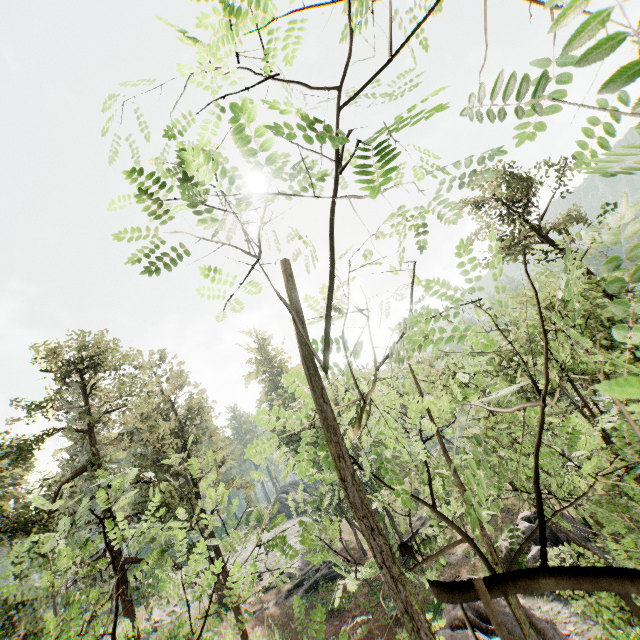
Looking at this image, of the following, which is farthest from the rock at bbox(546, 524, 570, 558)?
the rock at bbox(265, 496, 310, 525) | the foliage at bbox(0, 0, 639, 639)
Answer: the rock at bbox(265, 496, 310, 525)

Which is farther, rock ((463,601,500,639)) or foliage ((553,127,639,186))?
rock ((463,601,500,639))

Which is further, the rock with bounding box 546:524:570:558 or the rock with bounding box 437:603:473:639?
the rock with bounding box 546:524:570:558

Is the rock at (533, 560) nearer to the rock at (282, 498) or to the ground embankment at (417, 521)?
the ground embankment at (417, 521)

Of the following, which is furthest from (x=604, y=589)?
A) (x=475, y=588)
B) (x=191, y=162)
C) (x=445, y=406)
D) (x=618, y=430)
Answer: (x=618, y=430)

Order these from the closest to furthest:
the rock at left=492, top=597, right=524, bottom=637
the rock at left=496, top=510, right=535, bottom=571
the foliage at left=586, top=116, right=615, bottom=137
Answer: the foliage at left=586, top=116, right=615, bottom=137
the rock at left=492, top=597, right=524, bottom=637
the rock at left=496, top=510, right=535, bottom=571

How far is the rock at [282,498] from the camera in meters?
56.6 m

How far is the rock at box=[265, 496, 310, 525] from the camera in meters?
56.6 m
